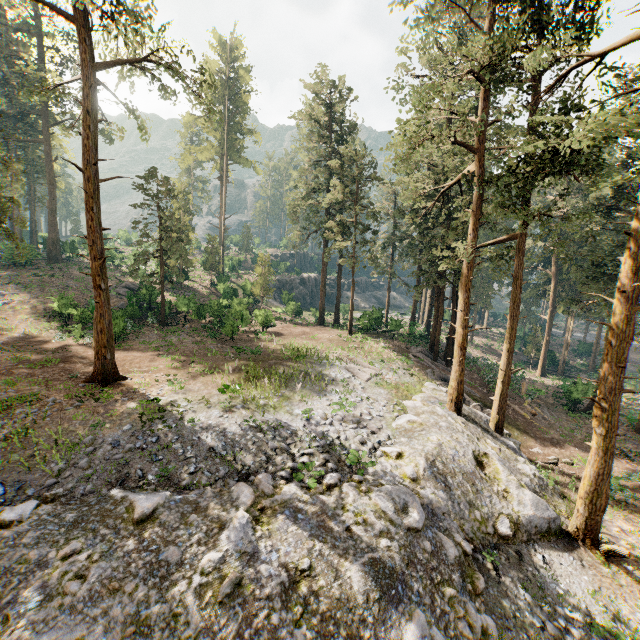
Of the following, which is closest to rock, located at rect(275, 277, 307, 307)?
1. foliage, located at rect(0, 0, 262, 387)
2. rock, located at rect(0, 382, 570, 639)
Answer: foliage, located at rect(0, 0, 262, 387)

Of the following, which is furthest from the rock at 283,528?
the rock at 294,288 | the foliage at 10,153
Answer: the rock at 294,288

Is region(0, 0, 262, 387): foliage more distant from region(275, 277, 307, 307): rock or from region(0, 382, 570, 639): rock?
region(275, 277, 307, 307): rock

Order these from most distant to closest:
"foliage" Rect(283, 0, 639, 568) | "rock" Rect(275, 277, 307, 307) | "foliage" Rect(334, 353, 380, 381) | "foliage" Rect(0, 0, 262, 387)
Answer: "rock" Rect(275, 277, 307, 307)
"foliage" Rect(334, 353, 380, 381)
"foliage" Rect(0, 0, 262, 387)
"foliage" Rect(283, 0, 639, 568)

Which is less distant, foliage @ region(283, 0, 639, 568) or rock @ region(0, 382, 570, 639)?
rock @ region(0, 382, 570, 639)

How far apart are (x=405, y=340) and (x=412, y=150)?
20.2 meters

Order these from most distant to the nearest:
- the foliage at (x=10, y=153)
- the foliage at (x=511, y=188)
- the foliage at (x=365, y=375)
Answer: the foliage at (x=365, y=375) < the foliage at (x=10, y=153) < the foliage at (x=511, y=188)
